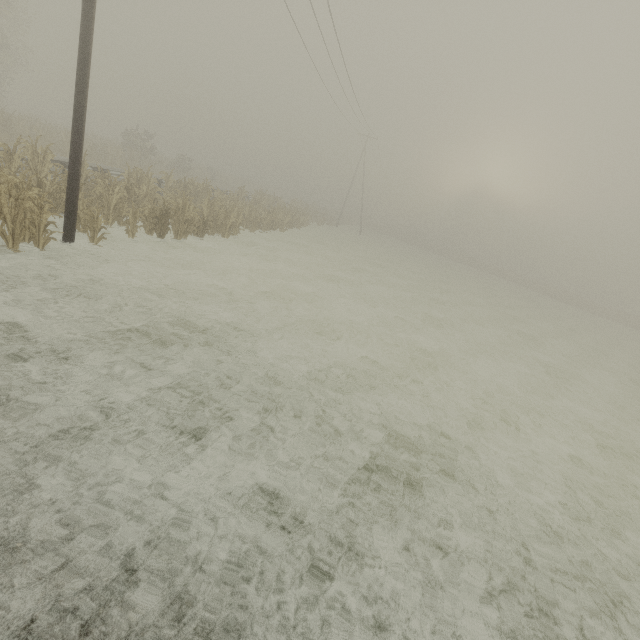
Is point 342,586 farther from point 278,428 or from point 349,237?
point 349,237

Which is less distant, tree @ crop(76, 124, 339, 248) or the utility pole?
the utility pole

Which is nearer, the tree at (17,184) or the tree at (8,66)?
the tree at (17,184)

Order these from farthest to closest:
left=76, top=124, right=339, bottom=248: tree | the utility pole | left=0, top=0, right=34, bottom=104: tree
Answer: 1. left=0, top=0, right=34, bottom=104: tree
2. left=76, top=124, right=339, bottom=248: tree
3. the utility pole

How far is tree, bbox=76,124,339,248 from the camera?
11.5 meters

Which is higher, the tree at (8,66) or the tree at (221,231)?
the tree at (8,66)

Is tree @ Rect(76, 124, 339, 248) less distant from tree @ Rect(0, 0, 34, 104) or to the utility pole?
the utility pole
